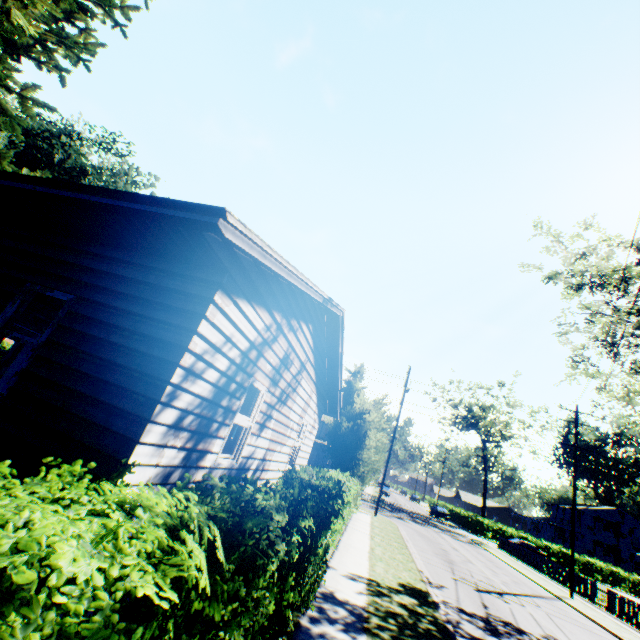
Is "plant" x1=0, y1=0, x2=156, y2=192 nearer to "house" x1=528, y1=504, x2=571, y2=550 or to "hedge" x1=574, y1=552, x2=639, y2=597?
"house" x1=528, y1=504, x2=571, y2=550

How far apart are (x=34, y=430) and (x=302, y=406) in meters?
6.9 m

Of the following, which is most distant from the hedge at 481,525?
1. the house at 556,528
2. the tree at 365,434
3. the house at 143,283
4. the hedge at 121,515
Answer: the house at 143,283

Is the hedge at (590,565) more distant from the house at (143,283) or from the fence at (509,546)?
the house at (143,283)

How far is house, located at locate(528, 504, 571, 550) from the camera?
53.1 meters

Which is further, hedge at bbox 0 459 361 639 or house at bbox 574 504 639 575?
house at bbox 574 504 639 575

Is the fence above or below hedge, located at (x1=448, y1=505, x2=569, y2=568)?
below
